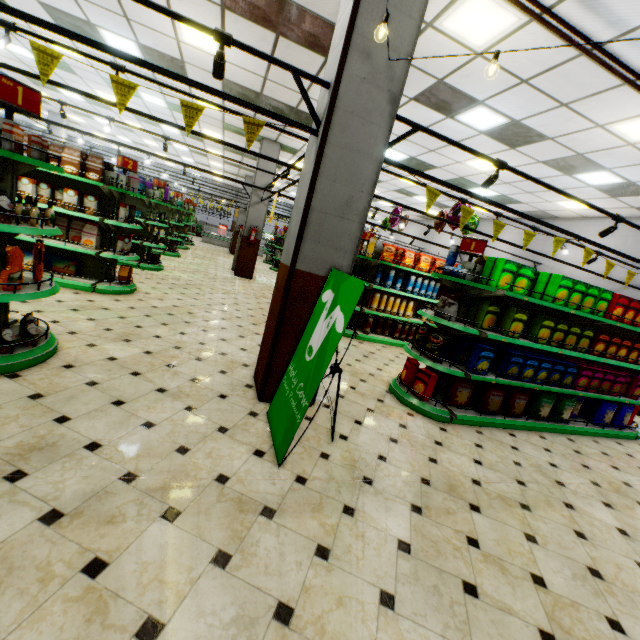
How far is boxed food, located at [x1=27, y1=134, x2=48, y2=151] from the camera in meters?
2.8 m

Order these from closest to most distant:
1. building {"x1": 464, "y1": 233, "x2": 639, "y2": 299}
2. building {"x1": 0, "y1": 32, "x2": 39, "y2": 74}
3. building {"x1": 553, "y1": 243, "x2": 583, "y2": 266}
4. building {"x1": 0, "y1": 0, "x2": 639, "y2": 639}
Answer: building {"x1": 0, "y1": 0, "x2": 639, "y2": 639} < building {"x1": 0, "y1": 32, "x2": 39, "y2": 74} < building {"x1": 464, "y1": 233, "x2": 639, "y2": 299} < building {"x1": 553, "y1": 243, "x2": 583, "y2": 266}

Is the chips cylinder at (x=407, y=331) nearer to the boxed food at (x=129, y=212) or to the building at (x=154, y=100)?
the building at (x=154, y=100)

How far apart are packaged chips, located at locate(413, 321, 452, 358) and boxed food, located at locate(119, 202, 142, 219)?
5.8m

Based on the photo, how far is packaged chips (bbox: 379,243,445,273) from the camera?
7.5 meters

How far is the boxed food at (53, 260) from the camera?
5.8 meters

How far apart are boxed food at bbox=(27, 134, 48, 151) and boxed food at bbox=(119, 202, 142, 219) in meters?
3.4 m

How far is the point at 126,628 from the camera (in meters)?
1.43
